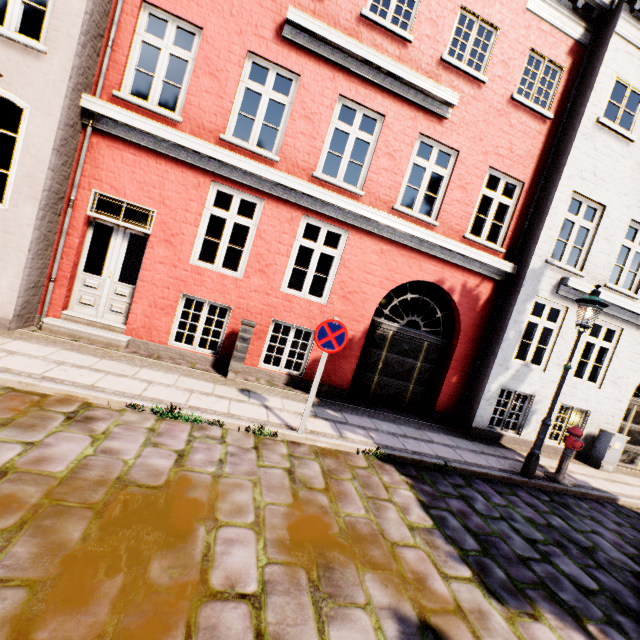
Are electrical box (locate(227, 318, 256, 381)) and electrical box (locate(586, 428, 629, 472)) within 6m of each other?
no

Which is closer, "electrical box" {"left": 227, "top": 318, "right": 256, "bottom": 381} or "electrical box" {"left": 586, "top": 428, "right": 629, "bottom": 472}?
"electrical box" {"left": 227, "top": 318, "right": 256, "bottom": 381}

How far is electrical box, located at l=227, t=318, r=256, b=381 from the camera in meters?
6.5 m

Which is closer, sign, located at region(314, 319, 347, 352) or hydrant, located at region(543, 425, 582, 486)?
sign, located at region(314, 319, 347, 352)

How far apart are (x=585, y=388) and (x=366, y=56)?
9.9m

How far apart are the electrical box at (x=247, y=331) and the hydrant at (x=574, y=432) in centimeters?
680cm

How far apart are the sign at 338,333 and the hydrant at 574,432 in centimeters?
547cm

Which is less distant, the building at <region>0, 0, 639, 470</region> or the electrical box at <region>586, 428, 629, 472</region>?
the building at <region>0, 0, 639, 470</region>
